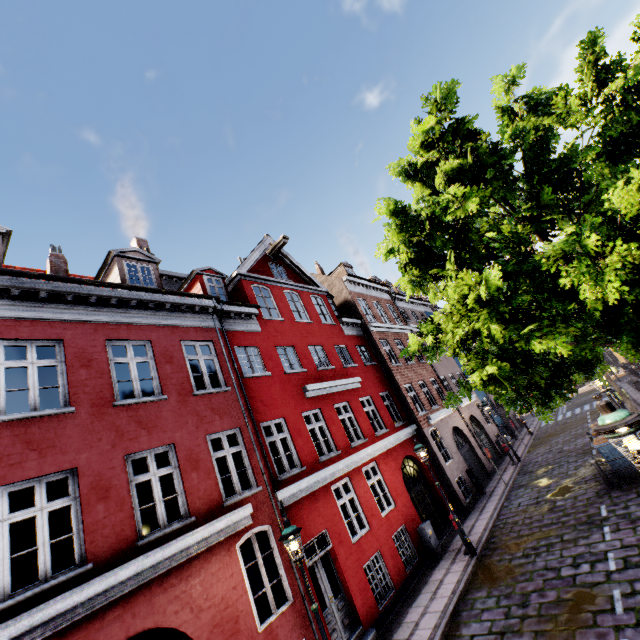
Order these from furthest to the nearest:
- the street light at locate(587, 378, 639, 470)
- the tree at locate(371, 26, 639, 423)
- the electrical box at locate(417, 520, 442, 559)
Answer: the electrical box at locate(417, 520, 442, 559)
the tree at locate(371, 26, 639, 423)
the street light at locate(587, 378, 639, 470)

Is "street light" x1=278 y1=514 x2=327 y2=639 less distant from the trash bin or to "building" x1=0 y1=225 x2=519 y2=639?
"building" x1=0 y1=225 x2=519 y2=639

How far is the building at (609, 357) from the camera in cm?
3667

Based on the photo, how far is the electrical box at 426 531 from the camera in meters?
12.0

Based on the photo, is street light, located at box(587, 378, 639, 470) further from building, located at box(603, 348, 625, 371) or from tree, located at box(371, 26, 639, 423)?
building, located at box(603, 348, 625, 371)

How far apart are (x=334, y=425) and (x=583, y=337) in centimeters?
882cm

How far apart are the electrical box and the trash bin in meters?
6.6 m

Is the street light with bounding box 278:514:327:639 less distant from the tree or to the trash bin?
the tree
